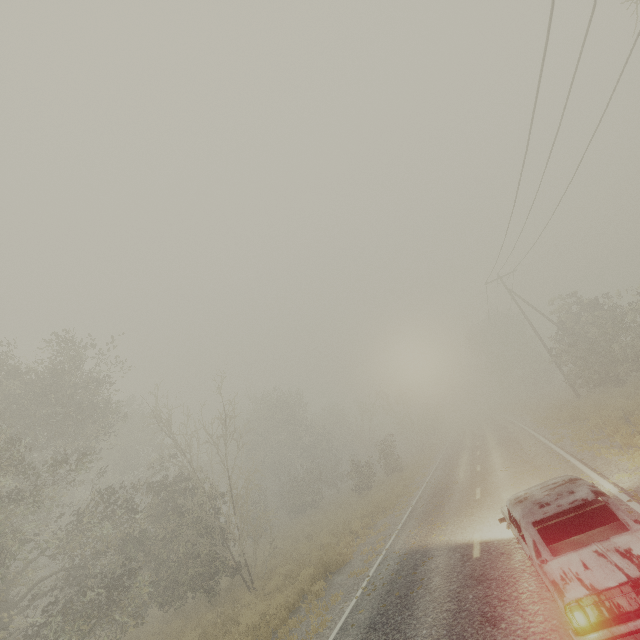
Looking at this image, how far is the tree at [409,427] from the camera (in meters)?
38.19

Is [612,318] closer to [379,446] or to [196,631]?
[379,446]

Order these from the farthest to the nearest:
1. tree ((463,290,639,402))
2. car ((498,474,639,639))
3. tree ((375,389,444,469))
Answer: tree ((375,389,444,469))
tree ((463,290,639,402))
car ((498,474,639,639))

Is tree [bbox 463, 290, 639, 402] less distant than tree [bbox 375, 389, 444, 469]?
Yes

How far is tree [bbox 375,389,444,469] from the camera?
38.19m

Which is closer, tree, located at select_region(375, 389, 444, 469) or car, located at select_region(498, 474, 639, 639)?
car, located at select_region(498, 474, 639, 639)

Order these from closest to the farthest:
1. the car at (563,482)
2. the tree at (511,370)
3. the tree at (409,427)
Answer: the car at (563,482), the tree at (511,370), the tree at (409,427)
